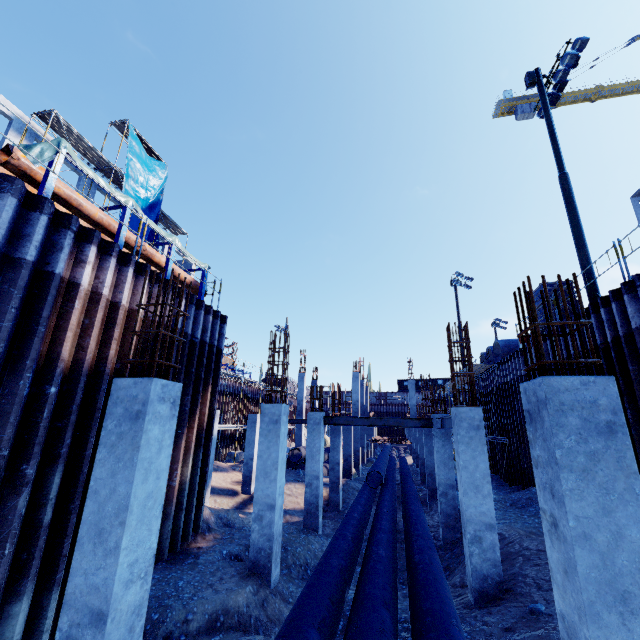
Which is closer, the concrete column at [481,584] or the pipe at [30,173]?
the pipe at [30,173]

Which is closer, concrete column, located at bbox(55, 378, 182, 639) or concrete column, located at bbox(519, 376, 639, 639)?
concrete column, located at bbox(519, 376, 639, 639)

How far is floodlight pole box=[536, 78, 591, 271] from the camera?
11.25m

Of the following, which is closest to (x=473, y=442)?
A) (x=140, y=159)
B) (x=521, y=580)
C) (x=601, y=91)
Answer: (x=521, y=580)

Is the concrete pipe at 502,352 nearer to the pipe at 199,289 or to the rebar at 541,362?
the pipe at 199,289

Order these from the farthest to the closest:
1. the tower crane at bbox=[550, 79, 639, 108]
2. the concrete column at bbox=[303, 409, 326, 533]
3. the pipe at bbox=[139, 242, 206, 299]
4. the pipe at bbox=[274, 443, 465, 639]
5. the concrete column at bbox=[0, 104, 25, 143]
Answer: the tower crane at bbox=[550, 79, 639, 108], the concrete column at bbox=[0, 104, 25, 143], the concrete column at bbox=[303, 409, 326, 533], the pipe at bbox=[139, 242, 206, 299], the pipe at bbox=[274, 443, 465, 639]

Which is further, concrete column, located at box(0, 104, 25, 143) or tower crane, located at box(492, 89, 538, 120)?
tower crane, located at box(492, 89, 538, 120)

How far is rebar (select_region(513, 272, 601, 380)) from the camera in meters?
3.2 m
